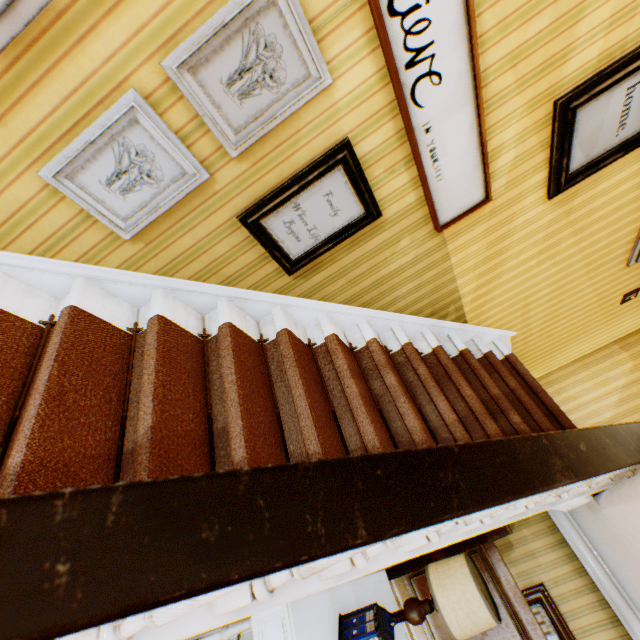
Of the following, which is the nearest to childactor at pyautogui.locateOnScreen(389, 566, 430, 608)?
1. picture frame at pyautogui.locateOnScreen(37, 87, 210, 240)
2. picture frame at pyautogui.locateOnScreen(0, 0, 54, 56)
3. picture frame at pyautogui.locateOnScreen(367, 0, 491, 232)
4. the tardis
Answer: the tardis

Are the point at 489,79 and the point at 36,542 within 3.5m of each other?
yes

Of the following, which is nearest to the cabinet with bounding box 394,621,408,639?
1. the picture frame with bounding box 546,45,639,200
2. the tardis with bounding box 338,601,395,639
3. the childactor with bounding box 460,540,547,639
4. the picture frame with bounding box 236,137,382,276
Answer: the tardis with bounding box 338,601,395,639

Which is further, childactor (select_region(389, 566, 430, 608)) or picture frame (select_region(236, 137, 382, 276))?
childactor (select_region(389, 566, 430, 608))

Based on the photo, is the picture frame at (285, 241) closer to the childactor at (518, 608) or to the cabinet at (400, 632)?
the cabinet at (400, 632)

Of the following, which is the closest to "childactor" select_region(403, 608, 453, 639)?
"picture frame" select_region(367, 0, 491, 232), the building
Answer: the building

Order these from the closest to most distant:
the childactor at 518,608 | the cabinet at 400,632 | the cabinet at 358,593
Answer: the cabinet at 358,593 → the cabinet at 400,632 → the childactor at 518,608

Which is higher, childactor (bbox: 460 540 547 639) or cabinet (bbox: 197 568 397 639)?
childactor (bbox: 460 540 547 639)
